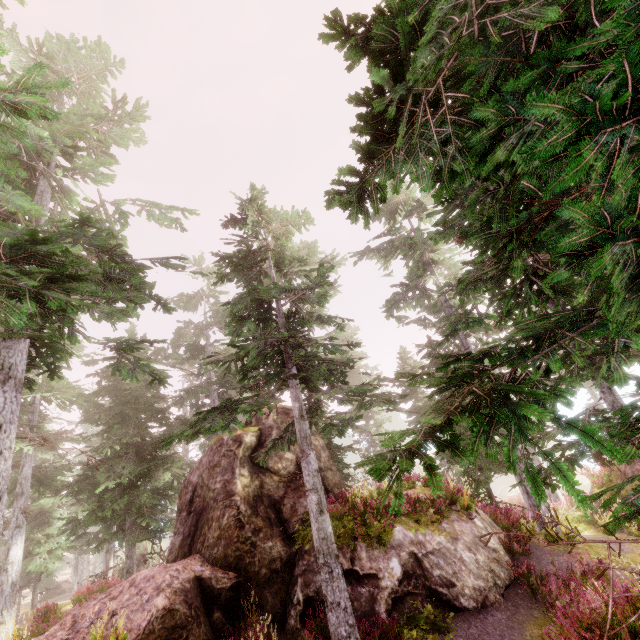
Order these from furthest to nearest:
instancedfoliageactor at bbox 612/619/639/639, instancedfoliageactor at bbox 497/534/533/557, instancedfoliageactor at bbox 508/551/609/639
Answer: instancedfoliageactor at bbox 497/534/533/557 → instancedfoliageactor at bbox 508/551/609/639 → instancedfoliageactor at bbox 612/619/639/639

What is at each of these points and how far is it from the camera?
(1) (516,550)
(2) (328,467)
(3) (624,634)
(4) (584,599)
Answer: (1) instancedfoliageactor, 11.0m
(2) rock, 14.1m
(3) instancedfoliageactor, 5.3m
(4) instancedfoliageactor, 8.2m

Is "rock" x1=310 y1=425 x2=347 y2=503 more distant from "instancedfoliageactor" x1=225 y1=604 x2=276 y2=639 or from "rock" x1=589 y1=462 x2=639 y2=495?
A: "rock" x1=589 y1=462 x2=639 y2=495

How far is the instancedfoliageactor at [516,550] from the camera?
10.7 meters

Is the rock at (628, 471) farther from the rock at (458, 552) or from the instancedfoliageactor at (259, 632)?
the rock at (458, 552)

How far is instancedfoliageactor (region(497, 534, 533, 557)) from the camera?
10.75m
